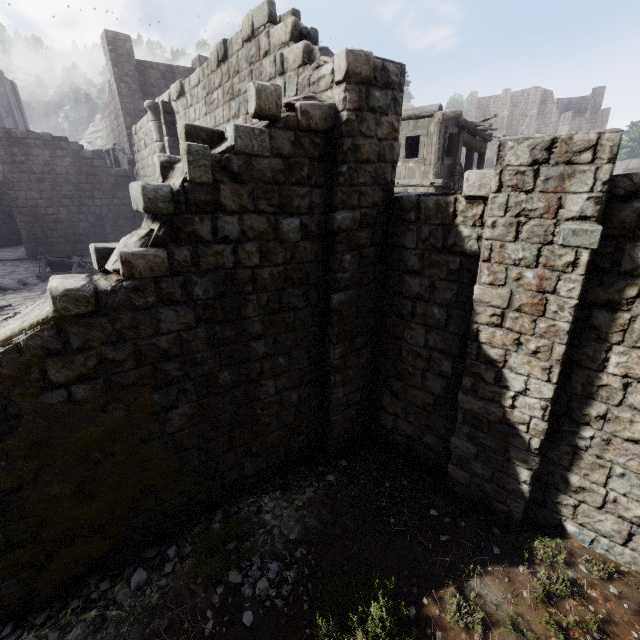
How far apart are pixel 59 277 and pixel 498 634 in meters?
7.6

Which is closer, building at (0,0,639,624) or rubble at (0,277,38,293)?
building at (0,0,639,624)

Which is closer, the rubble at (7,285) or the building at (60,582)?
the building at (60,582)
